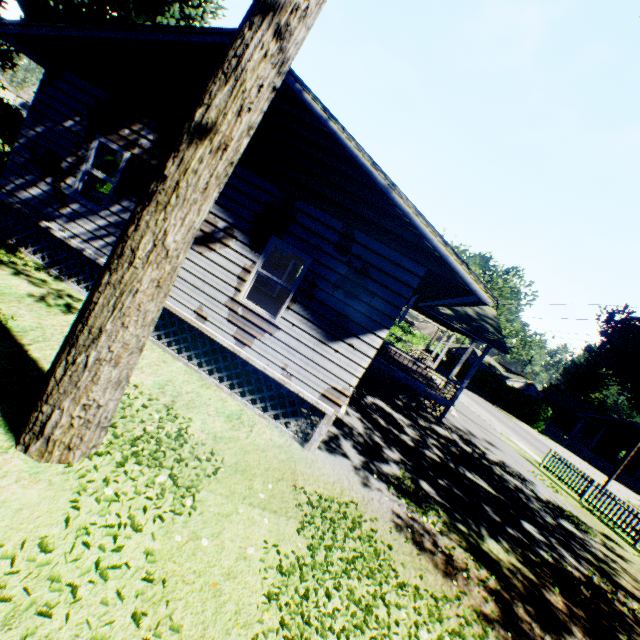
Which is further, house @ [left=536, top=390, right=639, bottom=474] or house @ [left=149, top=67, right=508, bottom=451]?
house @ [left=536, top=390, right=639, bottom=474]

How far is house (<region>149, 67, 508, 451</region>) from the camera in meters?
6.3 m

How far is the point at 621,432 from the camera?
37.3m

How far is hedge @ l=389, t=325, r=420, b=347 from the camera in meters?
34.8 m

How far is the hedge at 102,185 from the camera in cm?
1591

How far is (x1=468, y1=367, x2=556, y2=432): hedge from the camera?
37.1m

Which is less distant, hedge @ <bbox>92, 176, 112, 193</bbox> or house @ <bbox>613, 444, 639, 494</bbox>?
hedge @ <bbox>92, 176, 112, 193</bbox>

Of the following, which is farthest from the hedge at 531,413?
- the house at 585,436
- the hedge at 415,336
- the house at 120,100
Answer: the house at 120,100
